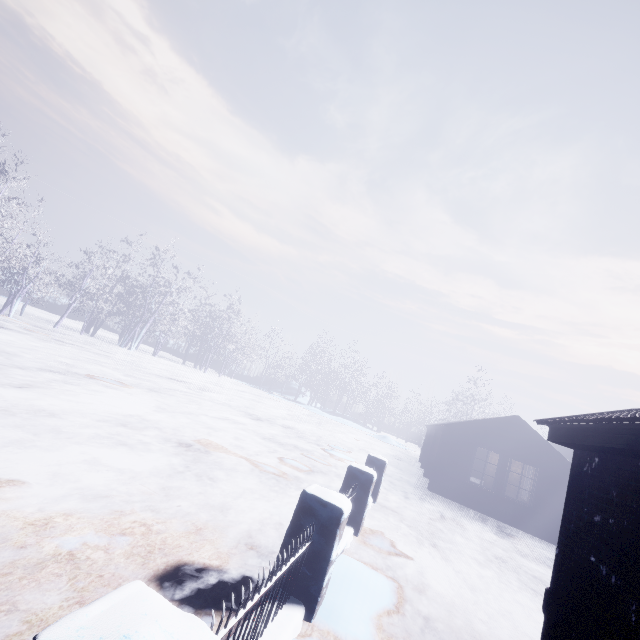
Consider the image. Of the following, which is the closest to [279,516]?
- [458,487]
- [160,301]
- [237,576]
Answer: [237,576]

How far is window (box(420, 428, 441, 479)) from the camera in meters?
14.4

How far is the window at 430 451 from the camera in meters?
14.4 m

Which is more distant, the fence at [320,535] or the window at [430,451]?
the window at [430,451]

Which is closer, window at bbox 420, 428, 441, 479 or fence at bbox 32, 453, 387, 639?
fence at bbox 32, 453, 387, 639
